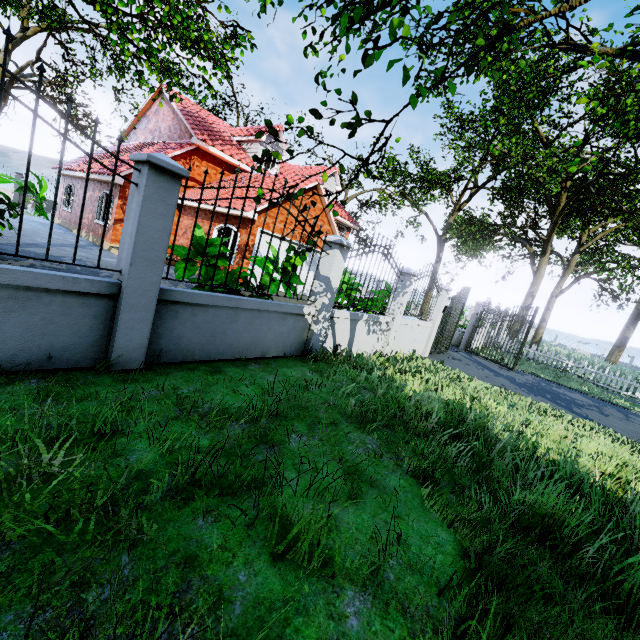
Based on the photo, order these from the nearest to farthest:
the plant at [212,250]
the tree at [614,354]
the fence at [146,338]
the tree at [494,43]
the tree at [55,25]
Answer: the tree at [494,43]
the fence at [146,338]
the plant at [212,250]
the tree at [55,25]
the tree at [614,354]

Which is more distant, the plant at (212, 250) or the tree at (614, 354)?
the tree at (614, 354)

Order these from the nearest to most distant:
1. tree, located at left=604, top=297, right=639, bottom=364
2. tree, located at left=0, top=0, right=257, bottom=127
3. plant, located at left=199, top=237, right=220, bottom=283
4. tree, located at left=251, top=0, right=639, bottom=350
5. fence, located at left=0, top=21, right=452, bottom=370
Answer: tree, located at left=251, top=0, right=639, bottom=350 < fence, located at left=0, top=21, right=452, bottom=370 < plant, located at left=199, top=237, right=220, bottom=283 < tree, located at left=0, top=0, right=257, bottom=127 < tree, located at left=604, top=297, right=639, bottom=364

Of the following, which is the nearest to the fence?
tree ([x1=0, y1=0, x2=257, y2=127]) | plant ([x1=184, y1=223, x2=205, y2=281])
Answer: plant ([x1=184, y1=223, x2=205, y2=281])

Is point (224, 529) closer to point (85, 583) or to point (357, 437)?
point (85, 583)

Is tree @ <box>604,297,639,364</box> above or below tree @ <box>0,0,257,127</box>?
below

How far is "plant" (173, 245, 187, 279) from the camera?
5.6m
